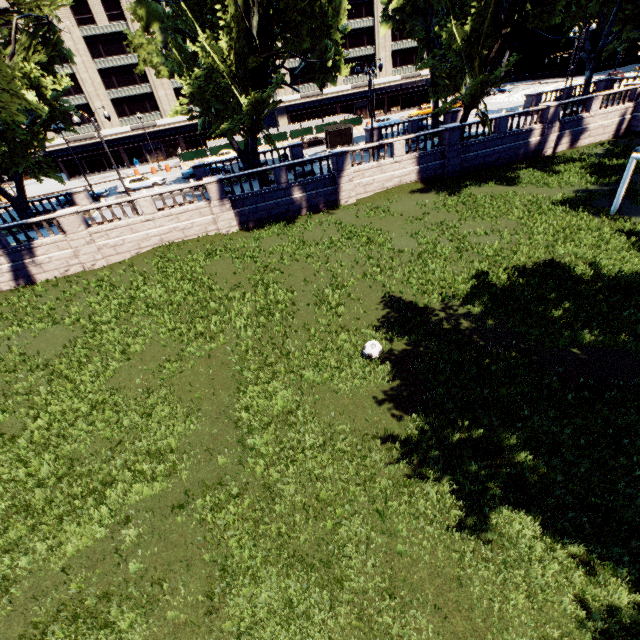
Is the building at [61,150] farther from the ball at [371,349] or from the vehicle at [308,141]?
the ball at [371,349]

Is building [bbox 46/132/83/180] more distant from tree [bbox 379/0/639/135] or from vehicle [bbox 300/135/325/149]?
vehicle [bbox 300/135/325/149]

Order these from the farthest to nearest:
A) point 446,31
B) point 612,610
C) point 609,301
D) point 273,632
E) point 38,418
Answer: point 446,31 < point 609,301 < point 38,418 < point 273,632 < point 612,610

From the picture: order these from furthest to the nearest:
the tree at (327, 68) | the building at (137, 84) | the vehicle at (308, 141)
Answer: the building at (137, 84) < the vehicle at (308, 141) < the tree at (327, 68)

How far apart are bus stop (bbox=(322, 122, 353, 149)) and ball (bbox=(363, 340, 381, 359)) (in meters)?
33.93

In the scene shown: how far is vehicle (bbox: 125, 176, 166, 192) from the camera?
36.1m

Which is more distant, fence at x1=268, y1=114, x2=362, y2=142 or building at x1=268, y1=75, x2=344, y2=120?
building at x1=268, y1=75, x2=344, y2=120

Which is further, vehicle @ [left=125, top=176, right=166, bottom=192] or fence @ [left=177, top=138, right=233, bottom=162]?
fence @ [left=177, top=138, right=233, bottom=162]
